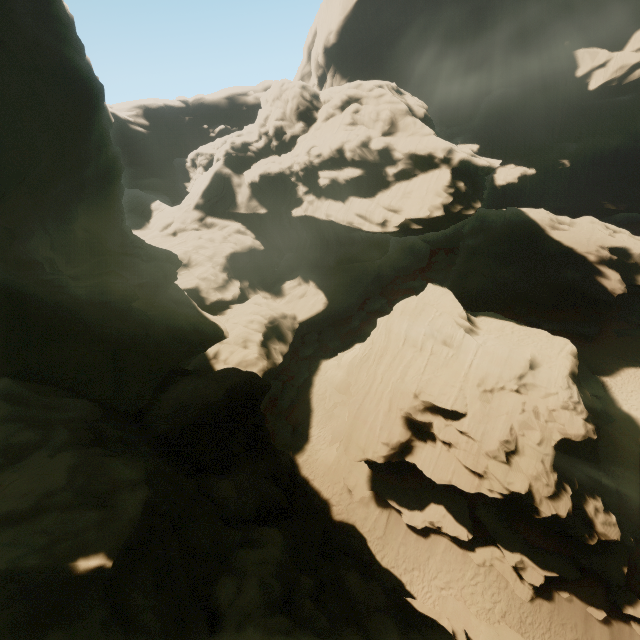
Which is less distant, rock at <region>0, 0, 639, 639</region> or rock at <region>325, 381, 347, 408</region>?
rock at <region>0, 0, 639, 639</region>

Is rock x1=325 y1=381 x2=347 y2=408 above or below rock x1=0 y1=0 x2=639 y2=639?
below

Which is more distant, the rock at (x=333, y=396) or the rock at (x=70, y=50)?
the rock at (x=333, y=396)

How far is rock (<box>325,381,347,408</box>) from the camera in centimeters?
2970cm

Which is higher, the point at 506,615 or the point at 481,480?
the point at 481,480

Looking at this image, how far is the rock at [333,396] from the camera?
29.70m
